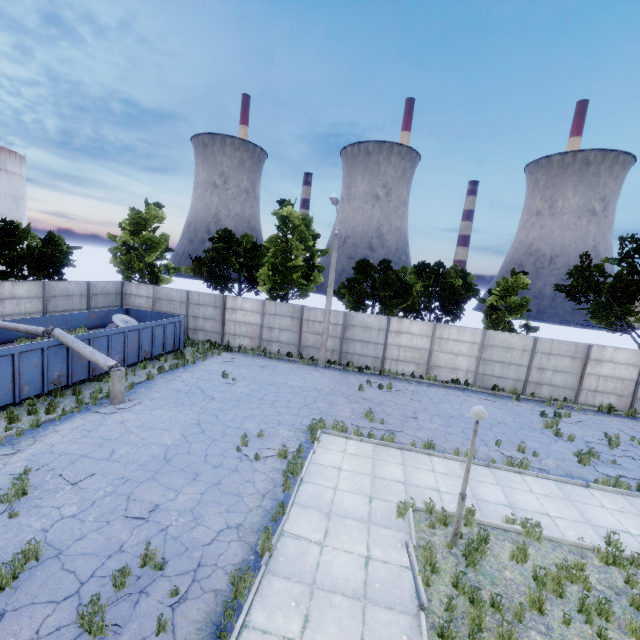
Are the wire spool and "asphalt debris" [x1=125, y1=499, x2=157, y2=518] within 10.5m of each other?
no

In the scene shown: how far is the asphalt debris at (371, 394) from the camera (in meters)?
16.52

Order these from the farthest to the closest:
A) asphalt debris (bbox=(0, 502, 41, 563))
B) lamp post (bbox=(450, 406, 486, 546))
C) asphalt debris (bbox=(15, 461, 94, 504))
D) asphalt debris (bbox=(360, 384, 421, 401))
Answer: asphalt debris (bbox=(360, 384, 421, 401))
asphalt debris (bbox=(15, 461, 94, 504))
lamp post (bbox=(450, 406, 486, 546))
asphalt debris (bbox=(0, 502, 41, 563))

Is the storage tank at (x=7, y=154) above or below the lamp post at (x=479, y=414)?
above

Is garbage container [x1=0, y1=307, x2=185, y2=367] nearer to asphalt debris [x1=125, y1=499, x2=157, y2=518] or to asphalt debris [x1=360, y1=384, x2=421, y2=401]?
asphalt debris [x1=125, y1=499, x2=157, y2=518]

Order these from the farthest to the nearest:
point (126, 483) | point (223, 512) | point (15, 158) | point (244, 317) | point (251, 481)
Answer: point (15, 158)
point (244, 317)
point (251, 481)
point (126, 483)
point (223, 512)

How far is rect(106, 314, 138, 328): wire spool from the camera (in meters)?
19.09

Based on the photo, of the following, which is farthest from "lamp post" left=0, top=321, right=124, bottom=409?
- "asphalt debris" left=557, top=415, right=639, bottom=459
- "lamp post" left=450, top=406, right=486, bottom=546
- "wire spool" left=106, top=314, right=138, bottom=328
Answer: "asphalt debris" left=557, top=415, right=639, bottom=459
